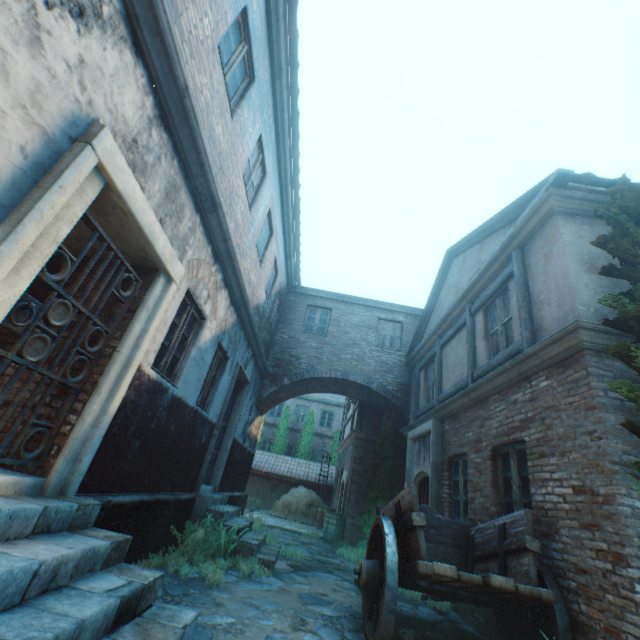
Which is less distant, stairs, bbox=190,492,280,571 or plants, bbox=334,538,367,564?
stairs, bbox=190,492,280,571

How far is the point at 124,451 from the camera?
4.0m

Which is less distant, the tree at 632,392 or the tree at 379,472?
the tree at 632,392

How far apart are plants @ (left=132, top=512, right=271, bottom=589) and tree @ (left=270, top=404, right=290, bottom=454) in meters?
16.9 m

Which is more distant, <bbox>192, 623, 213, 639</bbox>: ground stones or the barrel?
the barrel

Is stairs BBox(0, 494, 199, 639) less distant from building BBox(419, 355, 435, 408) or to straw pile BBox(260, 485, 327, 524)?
building BBox(419, 355, 435, 408)

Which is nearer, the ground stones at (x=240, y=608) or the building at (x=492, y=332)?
the ground stones at (x=240, y=608)

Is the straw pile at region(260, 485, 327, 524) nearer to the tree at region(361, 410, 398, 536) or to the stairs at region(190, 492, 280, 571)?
the tree at region(361, 410, 398, 536)
